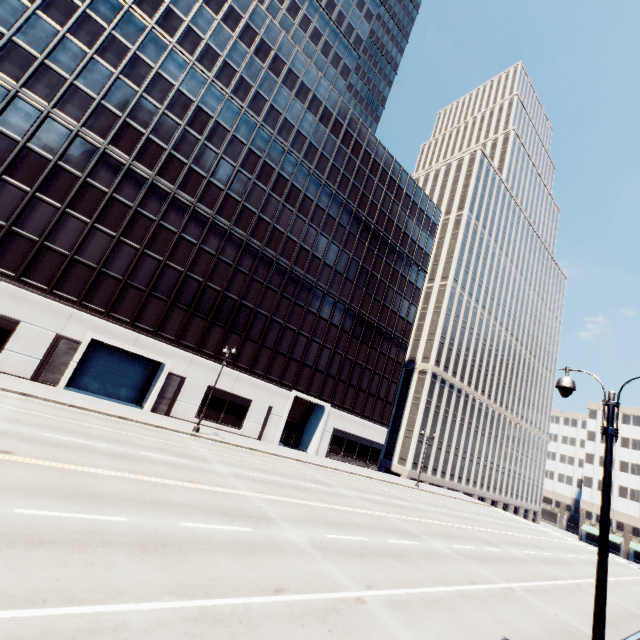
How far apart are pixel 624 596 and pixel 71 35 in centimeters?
5728cm

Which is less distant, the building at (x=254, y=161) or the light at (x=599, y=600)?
the light at (x=599, y=600)

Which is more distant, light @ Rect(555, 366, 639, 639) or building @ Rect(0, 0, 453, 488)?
building @ Rect(0, 0, 453, 488)
